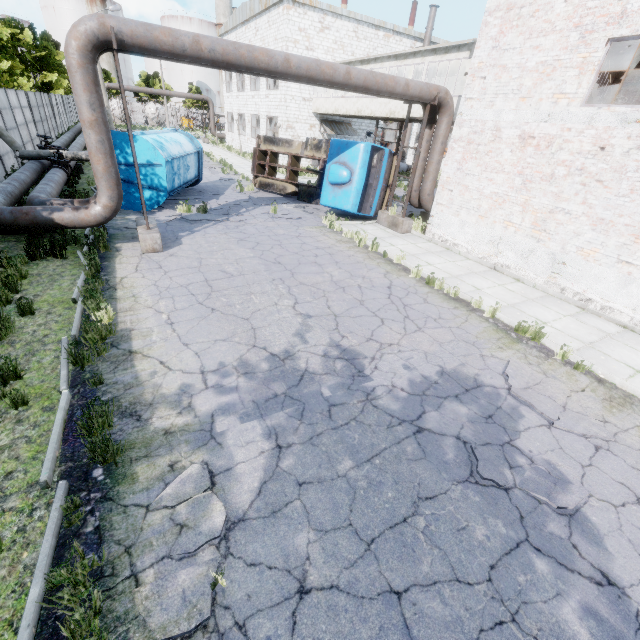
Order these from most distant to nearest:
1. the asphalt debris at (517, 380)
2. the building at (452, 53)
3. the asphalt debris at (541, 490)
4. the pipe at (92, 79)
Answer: the building at (452, 53) < the pipe at (92, 79) < the asphalt debris at (517, 380) < the asphalt debris at (541, 490)

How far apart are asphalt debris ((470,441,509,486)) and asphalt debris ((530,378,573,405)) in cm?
102

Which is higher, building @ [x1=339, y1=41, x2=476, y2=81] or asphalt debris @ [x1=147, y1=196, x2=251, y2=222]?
building @ [x1=339, y1=41, x2=476, y2=81]

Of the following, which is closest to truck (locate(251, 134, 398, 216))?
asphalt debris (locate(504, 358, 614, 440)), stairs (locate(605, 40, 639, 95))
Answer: stairs (locate(605, 40, 639, 95))

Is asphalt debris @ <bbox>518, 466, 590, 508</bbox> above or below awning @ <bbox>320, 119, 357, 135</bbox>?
below

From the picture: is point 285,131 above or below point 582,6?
below

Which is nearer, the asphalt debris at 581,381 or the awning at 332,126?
the asphalt debris at 581,381

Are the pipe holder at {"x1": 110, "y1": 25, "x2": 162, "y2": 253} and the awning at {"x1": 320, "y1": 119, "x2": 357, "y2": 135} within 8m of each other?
no
